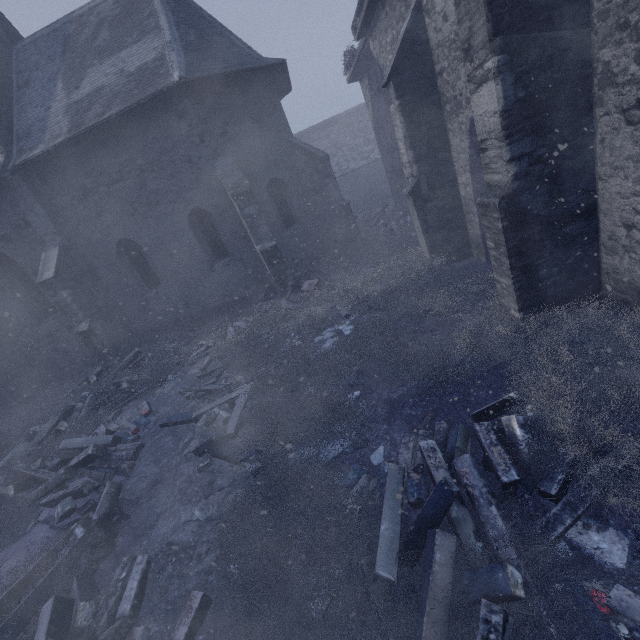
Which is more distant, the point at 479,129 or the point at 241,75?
the point at 241,75

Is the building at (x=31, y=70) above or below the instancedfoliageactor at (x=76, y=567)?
above

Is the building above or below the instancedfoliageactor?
above

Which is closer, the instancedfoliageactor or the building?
the instancedfoliageactor

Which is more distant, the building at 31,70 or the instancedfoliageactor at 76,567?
the building at 31,70
